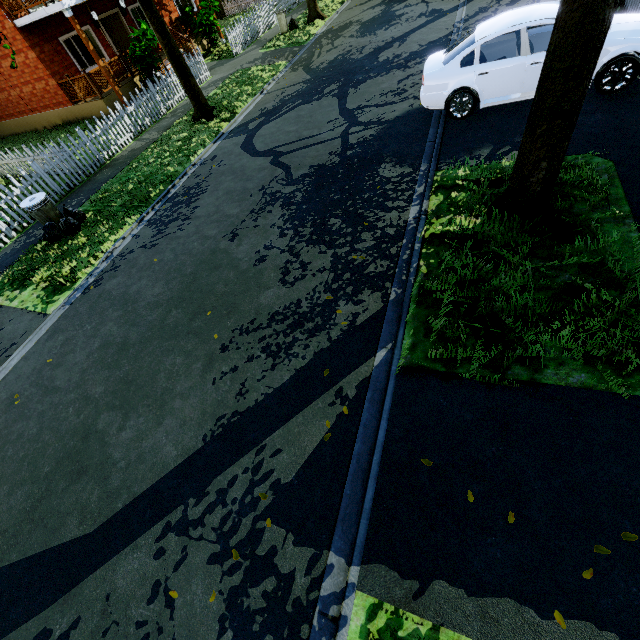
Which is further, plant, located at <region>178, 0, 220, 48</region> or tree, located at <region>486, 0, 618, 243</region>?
plant, located at <region>178, 0, 220, 48</region>

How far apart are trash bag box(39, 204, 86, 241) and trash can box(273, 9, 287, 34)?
16.22m

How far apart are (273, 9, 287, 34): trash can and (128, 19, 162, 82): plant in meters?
6.5

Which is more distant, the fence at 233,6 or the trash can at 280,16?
the fence at 233,6

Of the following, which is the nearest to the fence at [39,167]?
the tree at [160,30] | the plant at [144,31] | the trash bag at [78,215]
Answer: the tree at [160,30]

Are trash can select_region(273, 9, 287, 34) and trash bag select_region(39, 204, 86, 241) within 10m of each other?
no

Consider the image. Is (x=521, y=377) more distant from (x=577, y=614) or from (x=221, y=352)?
(x=221, y=352)

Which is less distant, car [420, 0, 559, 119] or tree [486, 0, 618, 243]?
tree [486, 0, 618, 243]
